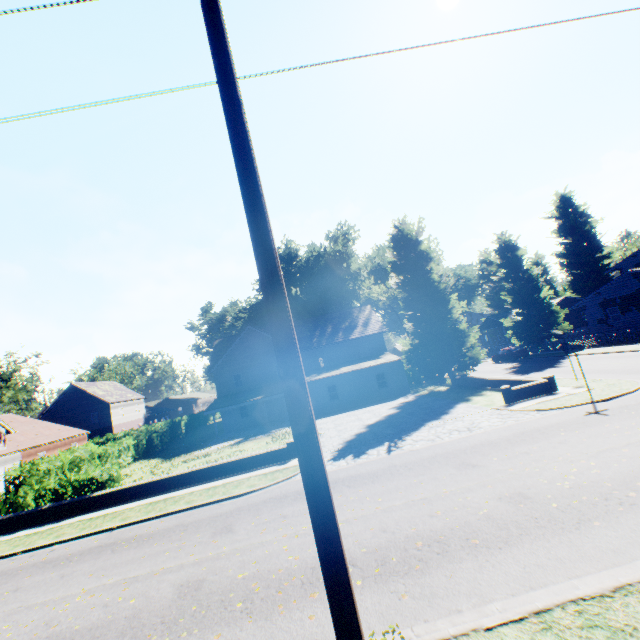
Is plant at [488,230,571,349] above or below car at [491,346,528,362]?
above

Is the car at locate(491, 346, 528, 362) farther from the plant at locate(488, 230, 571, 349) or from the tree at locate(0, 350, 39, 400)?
the tree at locate(0, 350, 39, 400)

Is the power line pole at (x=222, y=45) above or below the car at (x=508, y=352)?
above

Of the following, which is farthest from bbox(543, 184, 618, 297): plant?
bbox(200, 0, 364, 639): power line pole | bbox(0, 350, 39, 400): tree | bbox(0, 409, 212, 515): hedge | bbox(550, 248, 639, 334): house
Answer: bbox(200, 0, 364, 639): power line pole

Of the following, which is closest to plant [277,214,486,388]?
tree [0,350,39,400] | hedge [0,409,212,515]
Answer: tree [0,350,39,400]

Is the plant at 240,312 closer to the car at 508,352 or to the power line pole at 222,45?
the car at 508,352

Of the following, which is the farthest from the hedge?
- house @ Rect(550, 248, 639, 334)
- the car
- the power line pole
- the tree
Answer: house @ Rect(550, 248, 639, 334)

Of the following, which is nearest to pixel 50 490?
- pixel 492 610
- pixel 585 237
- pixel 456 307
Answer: pixel 492 610
